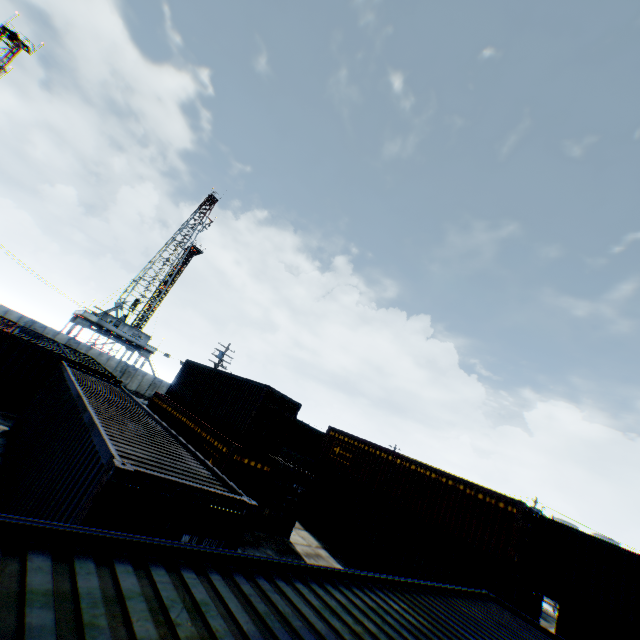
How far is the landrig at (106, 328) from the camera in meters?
43.9

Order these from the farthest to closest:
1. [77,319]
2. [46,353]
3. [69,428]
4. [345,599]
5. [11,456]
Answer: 1. [77,319]
2. [46,353]
3. [11,456]
4. [69,428]
5. [345,599]

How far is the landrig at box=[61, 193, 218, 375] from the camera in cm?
4388
